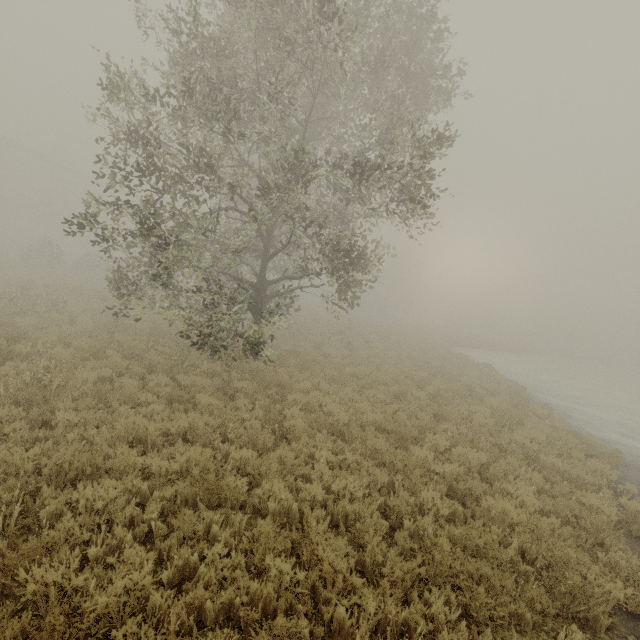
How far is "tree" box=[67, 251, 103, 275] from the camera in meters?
36.9 m

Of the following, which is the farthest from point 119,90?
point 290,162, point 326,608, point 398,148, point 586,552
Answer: point 586,552

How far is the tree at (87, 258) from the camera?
36.91m
